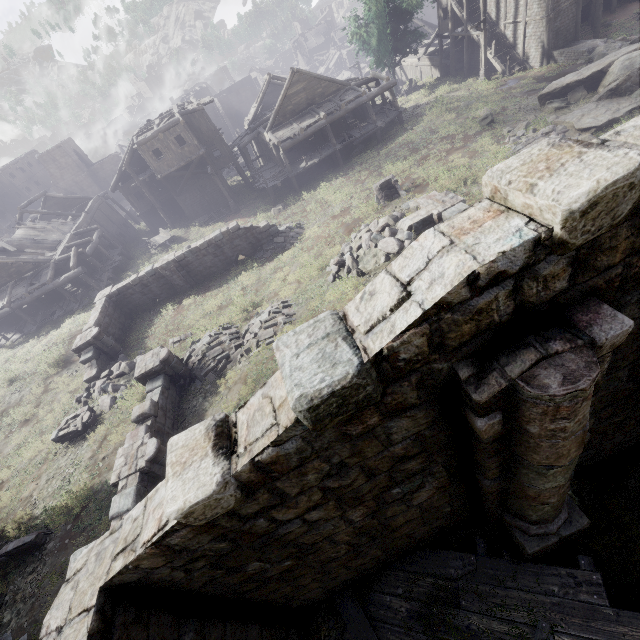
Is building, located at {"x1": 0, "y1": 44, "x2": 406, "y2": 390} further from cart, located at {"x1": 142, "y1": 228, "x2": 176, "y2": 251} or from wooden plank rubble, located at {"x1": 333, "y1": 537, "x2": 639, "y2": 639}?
wooden plank rubble, located at {"x1": 333, "y1": 537, "x2": 639, "y2": 639}

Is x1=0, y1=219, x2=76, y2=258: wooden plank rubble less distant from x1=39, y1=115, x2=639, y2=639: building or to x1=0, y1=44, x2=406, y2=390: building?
x1=0, y1=44, x2=406, y2=390: building

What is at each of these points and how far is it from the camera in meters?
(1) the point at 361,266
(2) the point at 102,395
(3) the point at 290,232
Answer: (1) rubble, 14.0
(2) rubble, 16.2
(3) rubble, 22.5

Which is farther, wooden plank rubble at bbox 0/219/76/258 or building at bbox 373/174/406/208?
wooden plank rubble at bbox 0/219/76/258

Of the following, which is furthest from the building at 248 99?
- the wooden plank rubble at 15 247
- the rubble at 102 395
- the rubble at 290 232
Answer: the rubble at 102 395

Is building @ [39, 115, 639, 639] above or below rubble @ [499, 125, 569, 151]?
above

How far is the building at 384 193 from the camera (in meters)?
18.17

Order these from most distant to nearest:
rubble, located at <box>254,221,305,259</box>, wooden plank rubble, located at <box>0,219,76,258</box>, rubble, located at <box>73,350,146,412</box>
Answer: wooden plank rubble, located at <box>0,219,76,258</box> → rubble, located at <box>254,221,305,259</box> → rubble, located at <box>73,350,146,412</box>
